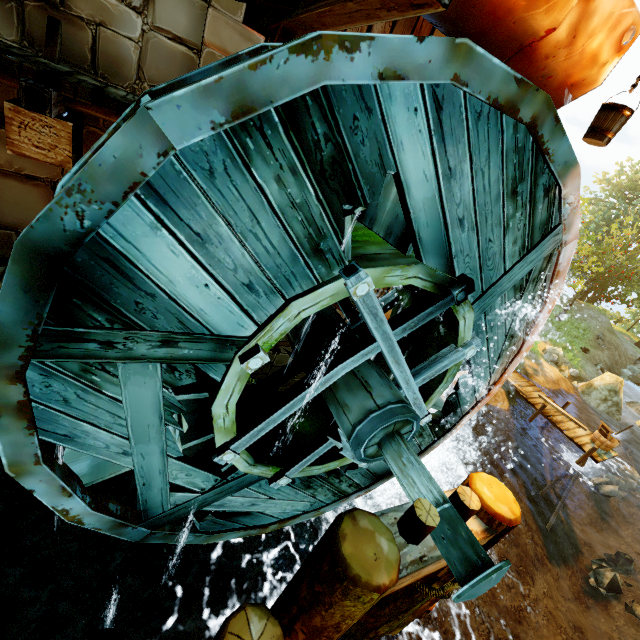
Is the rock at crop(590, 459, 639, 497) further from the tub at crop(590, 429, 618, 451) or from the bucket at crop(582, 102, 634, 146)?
the bucket at crop(582, 102, 634, 146)

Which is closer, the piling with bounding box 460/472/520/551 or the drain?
the drain

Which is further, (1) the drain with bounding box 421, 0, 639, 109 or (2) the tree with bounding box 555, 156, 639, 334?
(2) the tree with bounding box 555, 156, 639, 334

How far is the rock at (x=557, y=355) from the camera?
17.6m

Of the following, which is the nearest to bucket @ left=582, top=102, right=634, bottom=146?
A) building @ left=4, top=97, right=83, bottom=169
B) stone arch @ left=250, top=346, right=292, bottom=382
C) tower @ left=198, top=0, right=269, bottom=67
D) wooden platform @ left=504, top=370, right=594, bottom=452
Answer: tower @ left=198, top=0, right=269, bottom=67

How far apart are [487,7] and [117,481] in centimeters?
740cm

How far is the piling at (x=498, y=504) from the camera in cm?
298

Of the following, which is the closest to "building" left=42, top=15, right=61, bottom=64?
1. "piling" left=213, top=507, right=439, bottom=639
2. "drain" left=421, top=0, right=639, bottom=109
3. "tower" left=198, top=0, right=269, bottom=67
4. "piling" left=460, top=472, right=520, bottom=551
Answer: "tower" left=198, top=0, right=269, bottom=67
